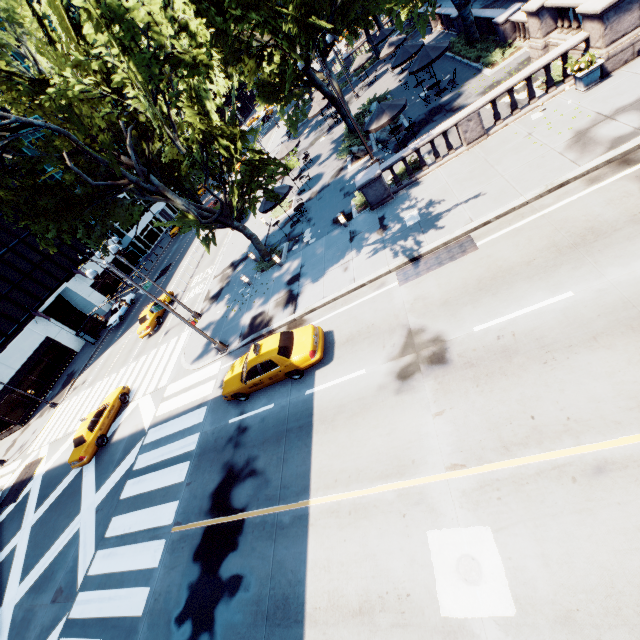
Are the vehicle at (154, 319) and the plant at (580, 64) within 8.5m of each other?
no

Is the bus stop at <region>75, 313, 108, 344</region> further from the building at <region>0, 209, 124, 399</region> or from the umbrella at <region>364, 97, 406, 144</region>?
the umbrella at <region>364, 97, 406, 144</region>

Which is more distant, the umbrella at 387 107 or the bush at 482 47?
the bush at 482 47

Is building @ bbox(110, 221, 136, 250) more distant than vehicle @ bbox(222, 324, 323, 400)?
Yes

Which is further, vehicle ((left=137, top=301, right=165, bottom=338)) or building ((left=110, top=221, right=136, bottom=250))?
building ((left=110, top=221, right=136, bottom=250))

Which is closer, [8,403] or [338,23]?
[338,23]

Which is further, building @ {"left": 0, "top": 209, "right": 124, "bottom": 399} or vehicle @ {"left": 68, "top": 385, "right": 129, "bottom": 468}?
building @ {"left": 0, "top": 209, "right": 124, "bottom": 399}

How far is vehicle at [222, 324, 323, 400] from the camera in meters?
12.0 m
